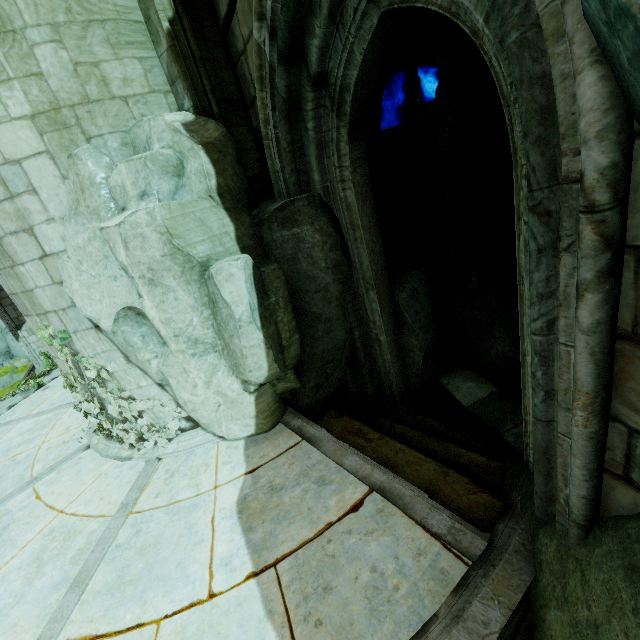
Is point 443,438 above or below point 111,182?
below

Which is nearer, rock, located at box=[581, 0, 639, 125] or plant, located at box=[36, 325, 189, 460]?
rock, located at box=[581, 0, 639, 125]

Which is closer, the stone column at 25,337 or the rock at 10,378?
the stone column at 25,337

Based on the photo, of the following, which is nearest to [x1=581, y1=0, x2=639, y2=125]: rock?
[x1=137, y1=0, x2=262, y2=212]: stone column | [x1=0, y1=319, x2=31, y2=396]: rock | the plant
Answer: [x1=137, y1=0, x2=262, y2=212]: stone column

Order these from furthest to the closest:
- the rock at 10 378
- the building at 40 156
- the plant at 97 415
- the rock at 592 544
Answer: the rock at 10 378 < the plant at 97 415 < the building at 40 156 < the rock at 592 544

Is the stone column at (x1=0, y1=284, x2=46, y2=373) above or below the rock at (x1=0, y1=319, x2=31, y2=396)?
above

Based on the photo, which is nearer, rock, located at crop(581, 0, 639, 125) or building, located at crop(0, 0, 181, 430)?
rock, located at crop(581, 0, 639, 125)

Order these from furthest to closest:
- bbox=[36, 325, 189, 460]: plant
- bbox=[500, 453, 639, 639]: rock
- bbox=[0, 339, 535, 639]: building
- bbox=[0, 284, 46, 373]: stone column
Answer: bbox=[0, 284, 46, 373]: stone column, bbox=[36, 325, 189, 460]: plant, bbox=[0, 339, 535, 639]: building, bbox=[500, 453, 639, 639]: rock
